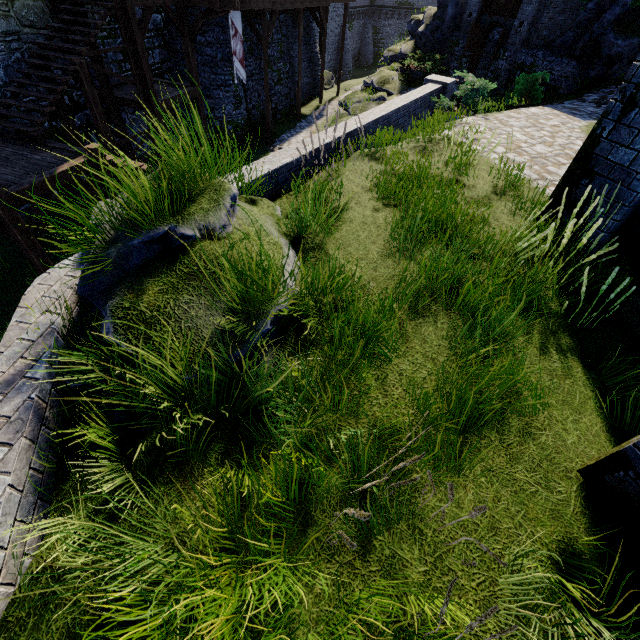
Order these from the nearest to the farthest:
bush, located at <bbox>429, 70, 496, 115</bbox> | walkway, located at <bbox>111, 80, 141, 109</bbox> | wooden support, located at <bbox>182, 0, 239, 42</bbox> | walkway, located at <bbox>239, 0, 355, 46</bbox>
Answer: bush, located at <bbox>429, 70, 496, 115</bbox>
wooden support, located at <bbox>182, 0, 239, 42</bbox>
walkway, located at <bbox>111, 80, 141, 109</bbox>
walkway, located at <bbox>239, 0, 355, 46</bbox>

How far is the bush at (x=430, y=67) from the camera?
18.3m

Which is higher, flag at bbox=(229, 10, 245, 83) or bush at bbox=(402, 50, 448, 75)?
flag at bbox=(229, 10, 245, 83)

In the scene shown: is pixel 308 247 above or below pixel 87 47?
below

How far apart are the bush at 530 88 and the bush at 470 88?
4.1 meters

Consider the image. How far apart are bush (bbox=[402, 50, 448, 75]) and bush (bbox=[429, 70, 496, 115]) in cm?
895

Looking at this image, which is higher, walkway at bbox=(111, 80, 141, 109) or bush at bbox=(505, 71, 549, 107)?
bush at bbox=(505, 71, 549, 107)

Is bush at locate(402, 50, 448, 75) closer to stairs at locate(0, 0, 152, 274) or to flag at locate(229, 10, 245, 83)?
flag at locate(229, 10, 245, 83)
